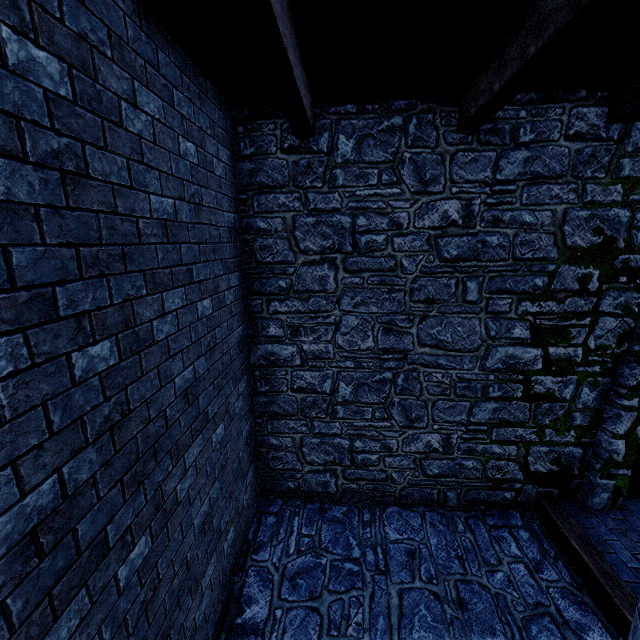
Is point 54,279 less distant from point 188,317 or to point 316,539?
point 188,317
